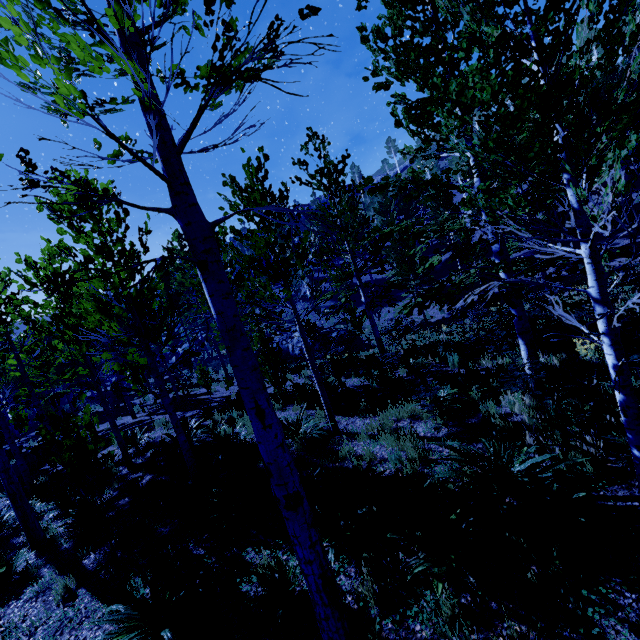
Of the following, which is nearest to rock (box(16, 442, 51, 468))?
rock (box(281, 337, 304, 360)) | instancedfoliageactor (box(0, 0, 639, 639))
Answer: instancedfoliageactor (box(0, 0, 639, 639))

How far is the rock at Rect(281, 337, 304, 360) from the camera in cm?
2477

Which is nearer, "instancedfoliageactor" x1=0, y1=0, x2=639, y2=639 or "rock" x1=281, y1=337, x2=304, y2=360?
"instancedfoliageactor" x1=0, y1=0, x2=639, y2=639

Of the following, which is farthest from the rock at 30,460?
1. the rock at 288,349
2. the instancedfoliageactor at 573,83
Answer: the rock at 288,349

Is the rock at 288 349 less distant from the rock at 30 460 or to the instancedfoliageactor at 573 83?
the instancedfoliageactor at 573 83

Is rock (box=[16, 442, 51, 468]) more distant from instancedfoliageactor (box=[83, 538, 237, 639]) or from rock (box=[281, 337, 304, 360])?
rock (box=[281, 337, 304, 360])

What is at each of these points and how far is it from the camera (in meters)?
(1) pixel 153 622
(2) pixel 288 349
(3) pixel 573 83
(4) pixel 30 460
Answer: (1) instancedfoliageactor, 4.01
(2) rock, 25.94
(3) instancedfoliageactor, 2.39
(4) rock, 14.88
